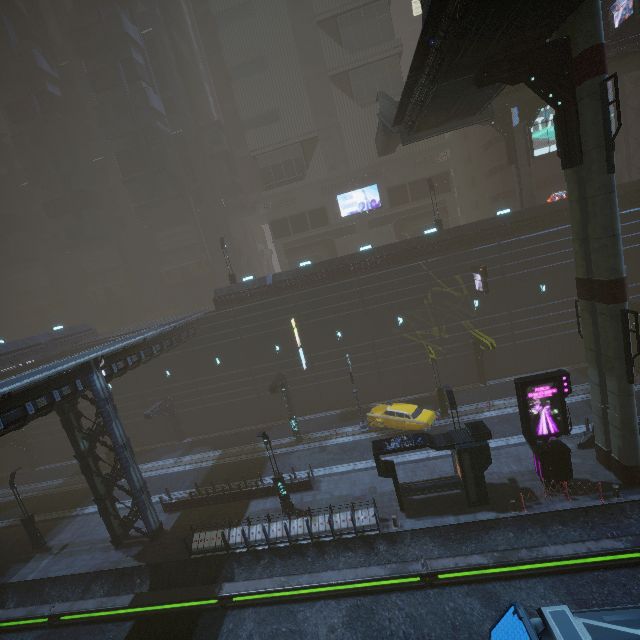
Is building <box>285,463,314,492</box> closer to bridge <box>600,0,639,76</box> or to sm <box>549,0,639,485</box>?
sm <box>549,0,639,485</box>

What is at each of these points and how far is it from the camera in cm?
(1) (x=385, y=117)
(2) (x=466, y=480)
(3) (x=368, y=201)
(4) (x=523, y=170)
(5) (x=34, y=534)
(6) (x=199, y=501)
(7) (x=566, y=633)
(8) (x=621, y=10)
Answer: (1) stairs, 2305
(2) building, 1623
(3) sign, 4106
(4) sm, 2828
(5) street light, 2169
(6) building, 2191
(7) train, 703
(8) sign, 2211

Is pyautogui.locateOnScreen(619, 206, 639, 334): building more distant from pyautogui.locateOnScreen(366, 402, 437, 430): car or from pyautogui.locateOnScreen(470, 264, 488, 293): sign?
pyautogui.locateOnScreen(366, 402, 437, 430): car

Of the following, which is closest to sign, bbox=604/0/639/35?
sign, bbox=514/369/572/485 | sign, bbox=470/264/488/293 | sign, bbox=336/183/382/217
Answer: sign, bbox=470/264/488/293

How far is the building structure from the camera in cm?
2792

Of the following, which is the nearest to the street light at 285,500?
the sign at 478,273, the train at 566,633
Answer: the sign at 478,273

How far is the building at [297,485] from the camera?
20.8 meters

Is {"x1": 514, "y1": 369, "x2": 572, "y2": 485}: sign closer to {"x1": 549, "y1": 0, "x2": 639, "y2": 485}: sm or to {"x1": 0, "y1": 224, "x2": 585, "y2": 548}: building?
{"x1": 549, "y1": 0, "x2": 639, "y2": 485}: sm
